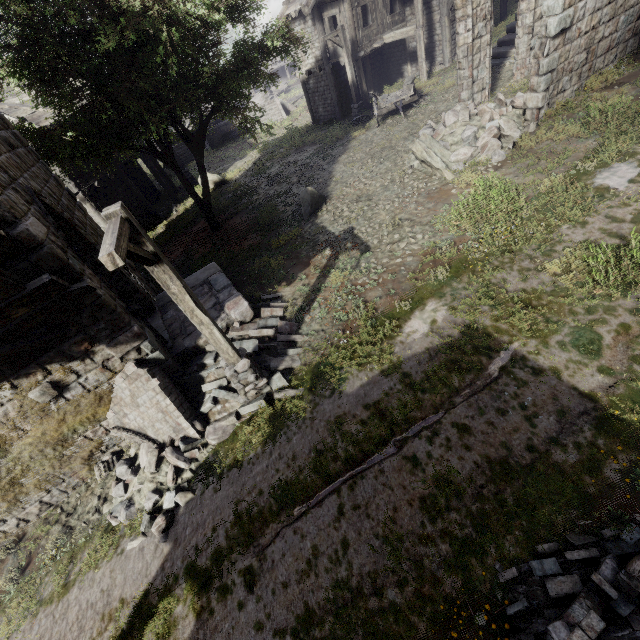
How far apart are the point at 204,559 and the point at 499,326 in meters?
6.8

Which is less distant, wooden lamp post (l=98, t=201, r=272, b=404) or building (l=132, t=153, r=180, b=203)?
wooden lamp post (l=98, t=201, r=272, b=404)

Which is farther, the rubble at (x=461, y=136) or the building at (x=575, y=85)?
the rubble at (x=461, y=136)

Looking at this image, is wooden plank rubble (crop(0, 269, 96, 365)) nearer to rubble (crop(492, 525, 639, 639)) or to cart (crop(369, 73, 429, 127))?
rubble (crop(492, 525, 639, 639))

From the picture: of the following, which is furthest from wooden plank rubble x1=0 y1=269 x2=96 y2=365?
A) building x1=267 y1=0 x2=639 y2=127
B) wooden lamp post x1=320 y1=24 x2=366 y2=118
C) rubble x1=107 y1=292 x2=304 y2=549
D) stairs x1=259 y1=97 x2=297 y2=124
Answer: stairs x1=259 y1=97 x2=297 y2=124

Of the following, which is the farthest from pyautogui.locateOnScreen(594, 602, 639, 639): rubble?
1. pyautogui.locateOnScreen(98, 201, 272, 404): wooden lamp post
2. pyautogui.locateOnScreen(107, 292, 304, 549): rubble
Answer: pyautogui.locateOnScreen(98, 201, 272, 404): wooden lamp post

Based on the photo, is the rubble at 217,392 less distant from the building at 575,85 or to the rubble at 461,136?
the building at 575,85

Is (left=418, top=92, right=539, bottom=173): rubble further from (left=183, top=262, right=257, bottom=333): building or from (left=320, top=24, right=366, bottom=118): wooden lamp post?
(left=320, top=24, right=366, bottom=118): wooden lamp post
